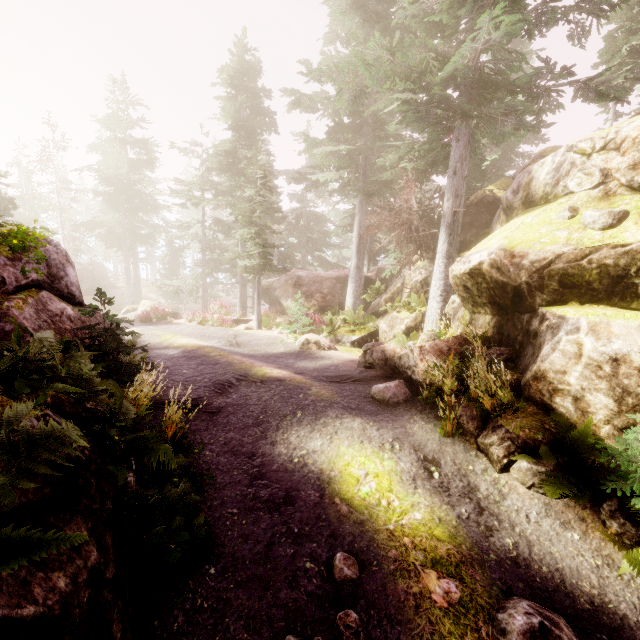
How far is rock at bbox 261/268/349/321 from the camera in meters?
22.2 m

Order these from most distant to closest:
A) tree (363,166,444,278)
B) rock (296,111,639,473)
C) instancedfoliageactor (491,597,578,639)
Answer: tree (363,166,444,278)
rock (296,111,639,473)
instancedfoliageactor (491,597,578,639)

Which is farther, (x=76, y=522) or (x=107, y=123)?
(x=107, y=123)

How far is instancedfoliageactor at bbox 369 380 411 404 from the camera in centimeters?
762cm

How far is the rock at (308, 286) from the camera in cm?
2222

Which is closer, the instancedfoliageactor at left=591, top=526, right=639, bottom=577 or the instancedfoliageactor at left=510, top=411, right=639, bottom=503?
the instancedfoliageactor at left=591, top=526, right=639, bottom=577

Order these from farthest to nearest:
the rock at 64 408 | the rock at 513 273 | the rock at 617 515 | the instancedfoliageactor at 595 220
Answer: the instancedfoliageactor at 595 220 → the rock at 513 273 → the rock at 617 515 → the rock at 64 408

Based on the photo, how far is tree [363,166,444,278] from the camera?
13.69m
